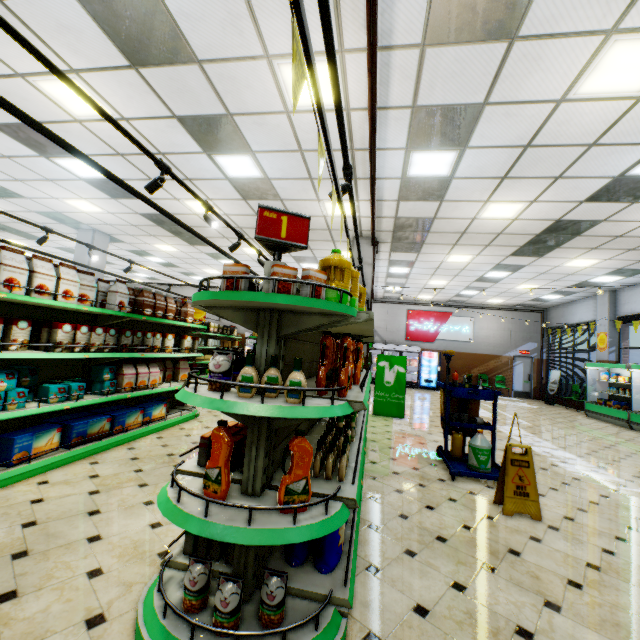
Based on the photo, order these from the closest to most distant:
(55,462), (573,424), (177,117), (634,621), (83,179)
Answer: (634,621)
(55,462)
(177,117)
(83,179)
(573,424)

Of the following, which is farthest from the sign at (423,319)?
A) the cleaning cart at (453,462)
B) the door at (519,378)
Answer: the cleaning cart at (453,462)

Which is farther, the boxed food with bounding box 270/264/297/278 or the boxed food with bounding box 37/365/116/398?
the boxed food with bounding box 37/365/116/398

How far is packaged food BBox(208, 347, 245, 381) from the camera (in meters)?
1.94

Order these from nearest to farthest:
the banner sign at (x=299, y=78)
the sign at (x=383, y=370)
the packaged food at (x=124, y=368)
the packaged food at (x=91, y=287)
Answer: the banner sign at (x=299, y=78) → the packaged food at (x=91, y=287) → the packaged food at (x=124, y=368) → the sign at (x=383, y=370)

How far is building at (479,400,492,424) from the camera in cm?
975

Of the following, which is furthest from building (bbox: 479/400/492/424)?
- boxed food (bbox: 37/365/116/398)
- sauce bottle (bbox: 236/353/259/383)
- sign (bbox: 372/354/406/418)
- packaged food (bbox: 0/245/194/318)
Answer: packaged food (bbox: 0/245/194/318)

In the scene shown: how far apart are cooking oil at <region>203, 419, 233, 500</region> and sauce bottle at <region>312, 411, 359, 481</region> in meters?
0.7
